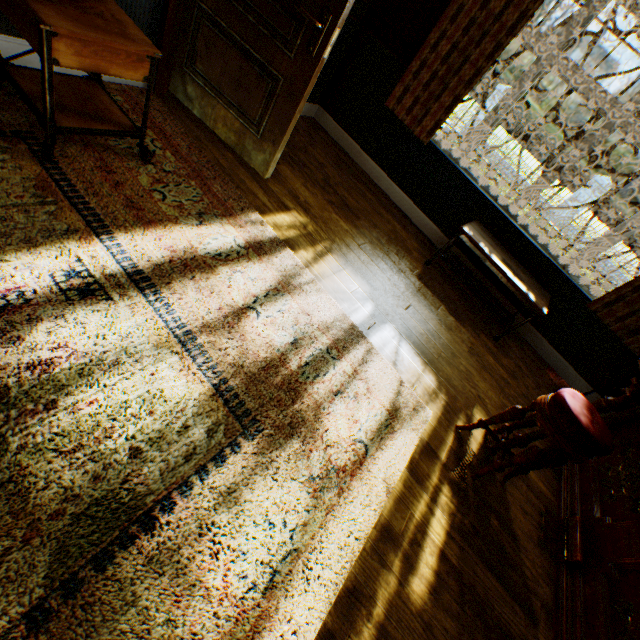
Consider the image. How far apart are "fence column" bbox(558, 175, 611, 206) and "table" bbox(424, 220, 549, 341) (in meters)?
14.11

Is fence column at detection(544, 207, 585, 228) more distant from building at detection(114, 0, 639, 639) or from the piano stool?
the piano stool

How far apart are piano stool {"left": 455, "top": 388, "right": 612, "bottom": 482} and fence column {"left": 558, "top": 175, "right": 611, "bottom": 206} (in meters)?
16.00

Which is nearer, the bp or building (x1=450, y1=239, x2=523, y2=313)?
the bp

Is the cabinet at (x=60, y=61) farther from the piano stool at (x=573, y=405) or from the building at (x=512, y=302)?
the piano stool at (x=573, y=405)

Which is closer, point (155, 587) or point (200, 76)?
point (155, 587)

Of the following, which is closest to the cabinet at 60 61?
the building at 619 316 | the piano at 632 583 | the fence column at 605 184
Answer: the building at 619 316

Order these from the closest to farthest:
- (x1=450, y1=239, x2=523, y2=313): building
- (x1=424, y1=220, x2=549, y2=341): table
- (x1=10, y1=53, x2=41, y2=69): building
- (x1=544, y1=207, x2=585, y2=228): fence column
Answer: (x1=10, y1=53, x2=41, y2=69): building, (x1=424, y1=220, x2=549, y2=341): table, (x1=450, y1=239, x2=523, y2=313): building, (x1=544, y1=207, x2=585, y2=228): fence column
